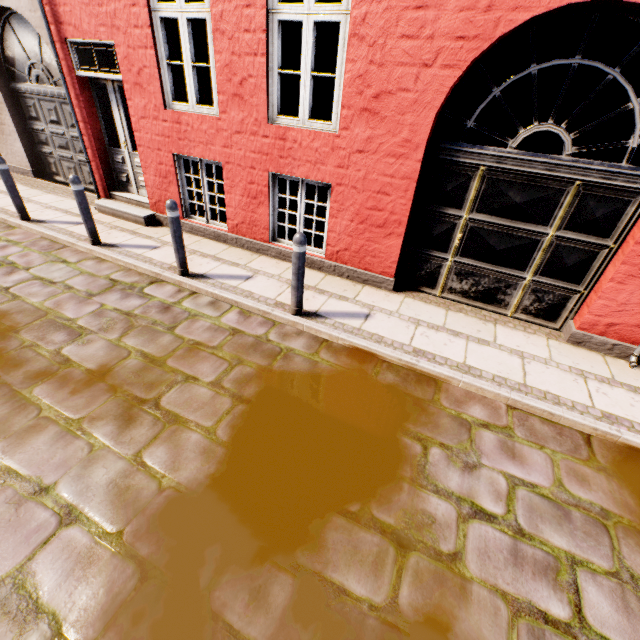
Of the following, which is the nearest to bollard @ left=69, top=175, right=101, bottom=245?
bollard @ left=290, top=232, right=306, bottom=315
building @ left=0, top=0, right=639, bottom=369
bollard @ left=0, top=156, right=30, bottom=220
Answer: building @ left=0, top=0, right=639, bottom=369

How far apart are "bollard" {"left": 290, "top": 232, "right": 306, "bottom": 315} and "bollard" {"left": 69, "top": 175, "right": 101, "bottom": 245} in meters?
3.8

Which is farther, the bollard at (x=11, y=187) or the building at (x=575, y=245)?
the bollard at (x=11, y=187)

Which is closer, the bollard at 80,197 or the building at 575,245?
the building at 575,245

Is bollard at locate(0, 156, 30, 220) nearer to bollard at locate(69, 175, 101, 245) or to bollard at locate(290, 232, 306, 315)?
bollard at locate(69, 175, 101, 245)

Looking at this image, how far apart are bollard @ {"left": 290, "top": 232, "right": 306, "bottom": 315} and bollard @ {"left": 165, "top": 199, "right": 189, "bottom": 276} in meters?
1.8

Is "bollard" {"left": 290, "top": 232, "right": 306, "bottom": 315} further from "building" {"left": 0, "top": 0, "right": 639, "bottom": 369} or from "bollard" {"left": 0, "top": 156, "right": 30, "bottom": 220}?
"bollard" {"left": 0, "top": 156, "right": 30, "bottom": 220}

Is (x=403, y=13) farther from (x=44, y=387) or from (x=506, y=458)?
(x=44, y=387)
